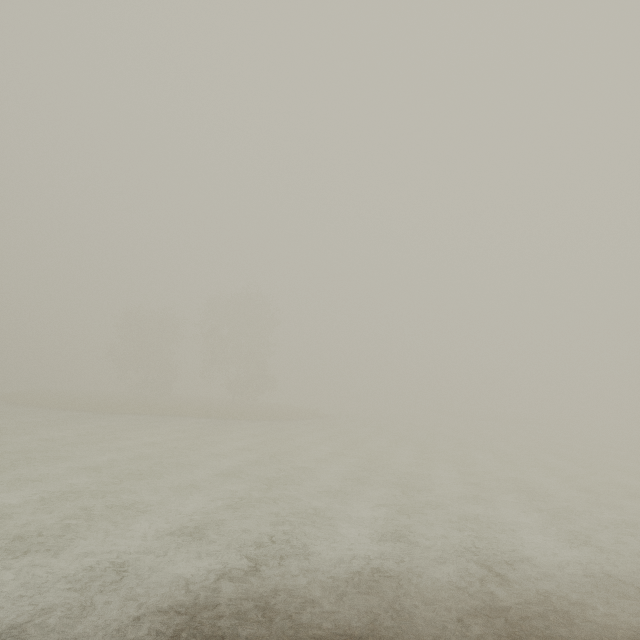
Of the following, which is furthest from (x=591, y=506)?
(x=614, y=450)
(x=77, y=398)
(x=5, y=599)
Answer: (x=77, y=398)
